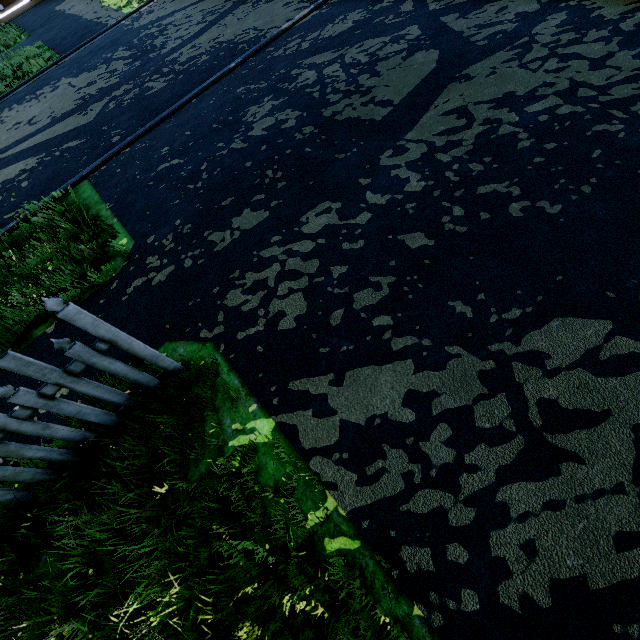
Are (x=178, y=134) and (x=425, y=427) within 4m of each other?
no
